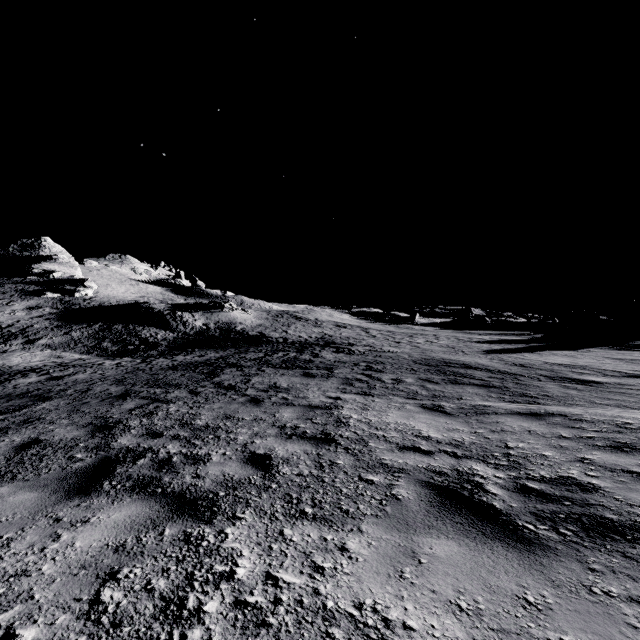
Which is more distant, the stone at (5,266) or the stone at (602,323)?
the stone at (5,266)

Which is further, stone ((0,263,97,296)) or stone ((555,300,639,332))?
stone ((0,263,97,296))

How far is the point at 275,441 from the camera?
4.8 meters
